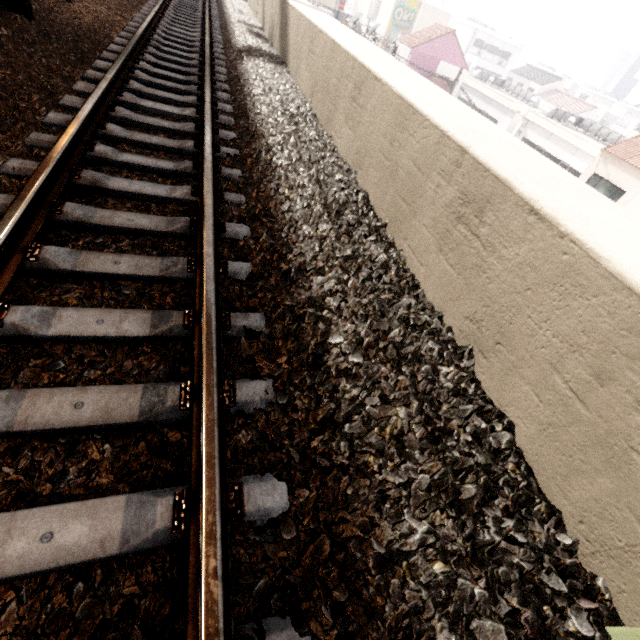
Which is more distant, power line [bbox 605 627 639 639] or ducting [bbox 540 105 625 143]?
ducting [bbox 540 105 625 143]

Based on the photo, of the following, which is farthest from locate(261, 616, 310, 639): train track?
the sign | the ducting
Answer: the ducting

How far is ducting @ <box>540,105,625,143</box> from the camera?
26.33m

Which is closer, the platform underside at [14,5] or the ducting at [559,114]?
the platform underside at [14,5]

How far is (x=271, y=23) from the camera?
8.3m

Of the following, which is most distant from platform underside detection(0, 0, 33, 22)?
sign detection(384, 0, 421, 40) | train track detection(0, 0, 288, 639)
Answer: sign detection(384, 0, 421, 40)

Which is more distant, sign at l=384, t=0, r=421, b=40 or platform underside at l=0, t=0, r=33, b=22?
sign at l=384, t=0, r=421, b=40

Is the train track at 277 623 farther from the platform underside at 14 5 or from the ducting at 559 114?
the ducting at 559 114
